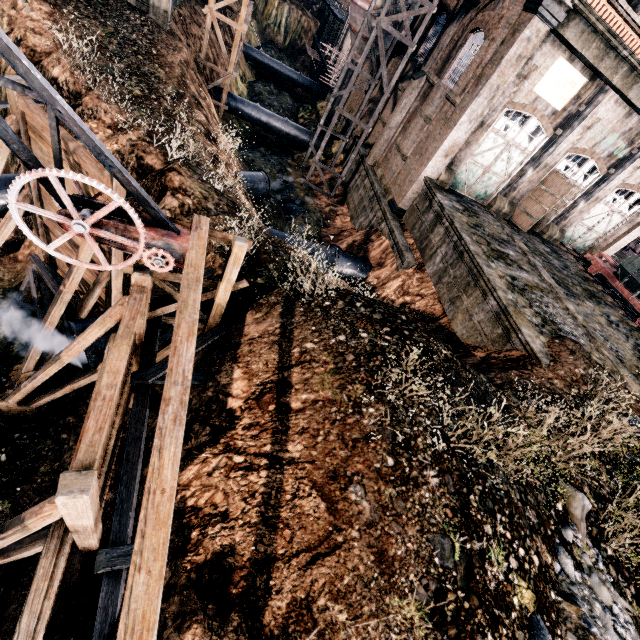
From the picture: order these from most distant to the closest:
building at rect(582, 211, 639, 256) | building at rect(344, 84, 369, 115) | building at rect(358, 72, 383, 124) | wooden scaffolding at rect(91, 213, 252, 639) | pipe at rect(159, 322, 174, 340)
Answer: building at rect(344, 84, 369, 115) < building at rect(358, 72, 383, 124) < building at rect(582, 211, 639, 256) < pipe at rect(159, 322, 174, 340) < wooden scaffolding at rect(91, 213, 252, 639)

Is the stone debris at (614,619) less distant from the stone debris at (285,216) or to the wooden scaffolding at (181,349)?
the wooden scaffolding at (181,349)

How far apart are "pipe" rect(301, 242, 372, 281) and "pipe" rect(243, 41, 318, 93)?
37.1m

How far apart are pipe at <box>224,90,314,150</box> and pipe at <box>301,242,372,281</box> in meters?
16.6

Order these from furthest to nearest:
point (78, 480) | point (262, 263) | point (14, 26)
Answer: point (14, 26) → point (262, 263) → point (78, 480)

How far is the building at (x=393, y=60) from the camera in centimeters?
2538cm

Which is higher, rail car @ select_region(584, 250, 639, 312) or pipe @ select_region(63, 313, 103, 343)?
rail car @ select_region(584, 250, 639, 312)

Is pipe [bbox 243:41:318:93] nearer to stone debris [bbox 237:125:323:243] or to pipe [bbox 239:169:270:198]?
stone debris [bbox 237:125:323:243]
